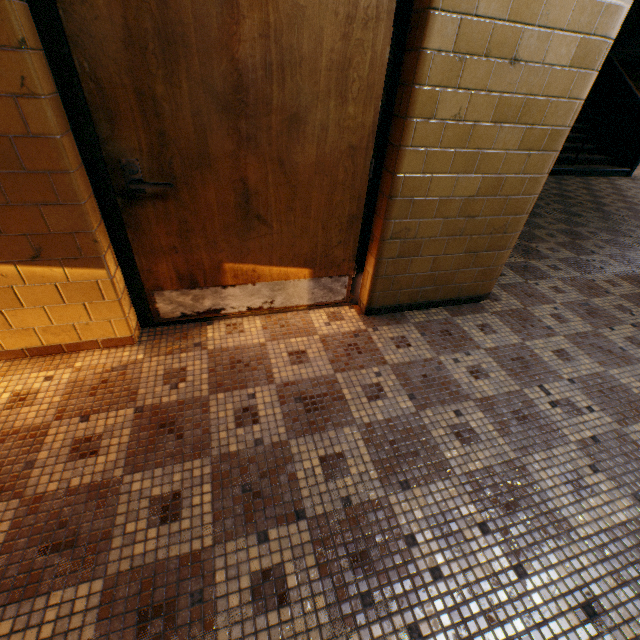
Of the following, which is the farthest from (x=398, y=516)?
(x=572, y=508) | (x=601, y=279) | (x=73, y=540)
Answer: (x=601, y=279)

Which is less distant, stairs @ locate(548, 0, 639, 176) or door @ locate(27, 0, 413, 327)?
door @ locate(27, 0, 413, 327)

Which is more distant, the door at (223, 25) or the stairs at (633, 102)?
the stairs at (633, 102)
